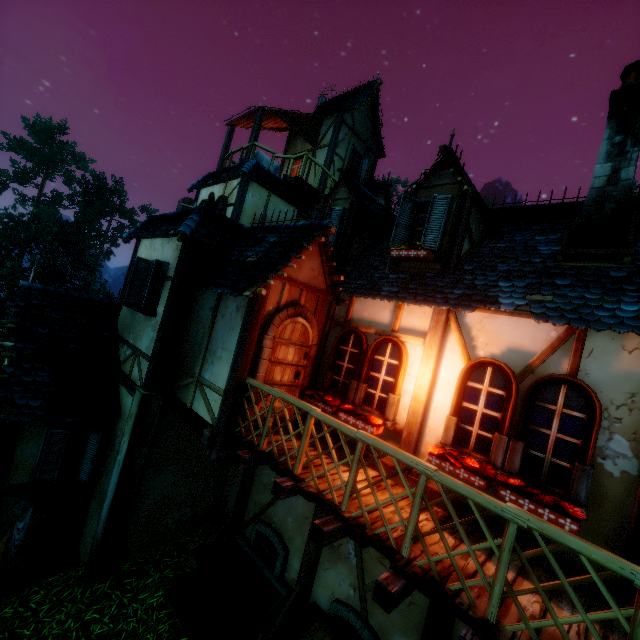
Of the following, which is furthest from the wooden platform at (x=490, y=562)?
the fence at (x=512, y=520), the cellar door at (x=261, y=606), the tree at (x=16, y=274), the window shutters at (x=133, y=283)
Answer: the tree at (x=16, y=274)

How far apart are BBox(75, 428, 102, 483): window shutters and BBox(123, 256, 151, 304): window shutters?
3.0 meters

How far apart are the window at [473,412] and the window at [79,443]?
7.44m

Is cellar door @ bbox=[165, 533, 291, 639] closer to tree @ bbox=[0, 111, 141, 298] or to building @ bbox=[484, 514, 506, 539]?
building @ bbox=[484, 514, 506, 539]

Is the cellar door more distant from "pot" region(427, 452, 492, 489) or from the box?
"pot" region(427, 452, 492, 489)

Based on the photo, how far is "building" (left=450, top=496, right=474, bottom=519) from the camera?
4.4m

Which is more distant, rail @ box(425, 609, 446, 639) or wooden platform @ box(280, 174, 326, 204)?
wooden platform @ box(280, 174, 326, 204)

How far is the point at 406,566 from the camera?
3.2m
